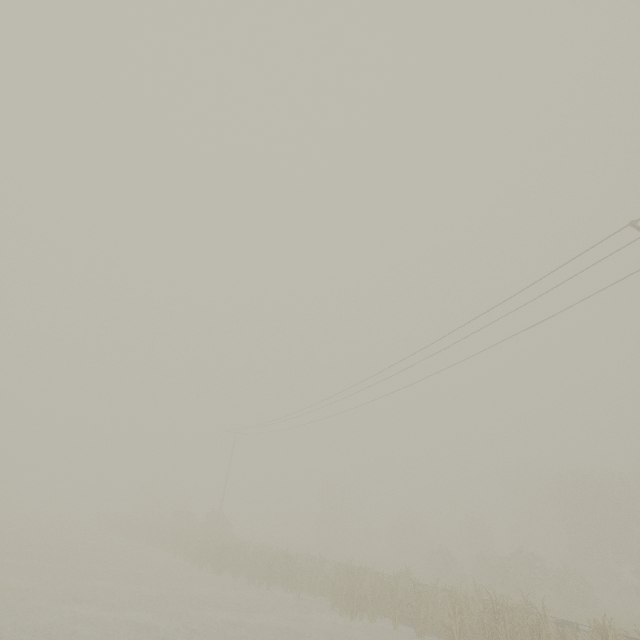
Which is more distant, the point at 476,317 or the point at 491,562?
the point at 491,562
